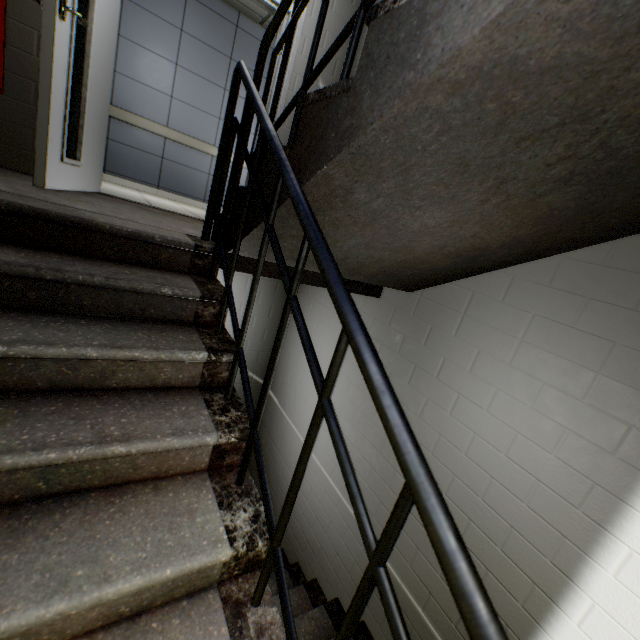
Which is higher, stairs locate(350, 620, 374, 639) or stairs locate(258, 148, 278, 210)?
stairs locate(258, 148, 278, 210)

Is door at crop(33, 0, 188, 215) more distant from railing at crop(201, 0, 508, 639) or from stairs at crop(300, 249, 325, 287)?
railing at crop(201, 0, 508, 639)

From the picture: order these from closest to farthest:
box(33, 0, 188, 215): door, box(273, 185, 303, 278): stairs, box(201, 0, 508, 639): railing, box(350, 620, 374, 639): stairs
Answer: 1. box(201, 0, 508, 639): railing
2. box(273, 185, 303, 278): stairs
3. box(33, 0, 188, 215): door
4. box(350, 620, 374, 639): stairs

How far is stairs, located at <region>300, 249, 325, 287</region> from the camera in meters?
1.9

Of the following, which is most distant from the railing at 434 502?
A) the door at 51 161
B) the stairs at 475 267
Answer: the door at 51 161

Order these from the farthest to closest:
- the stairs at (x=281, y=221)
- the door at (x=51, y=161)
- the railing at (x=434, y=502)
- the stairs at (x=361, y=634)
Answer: the stairs at (x=361, y=634), the door at (x=51, y=161), the stairs at (x=281, y=221), the railing at (x=434, y=502)

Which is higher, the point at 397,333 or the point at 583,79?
the point at 583,79
